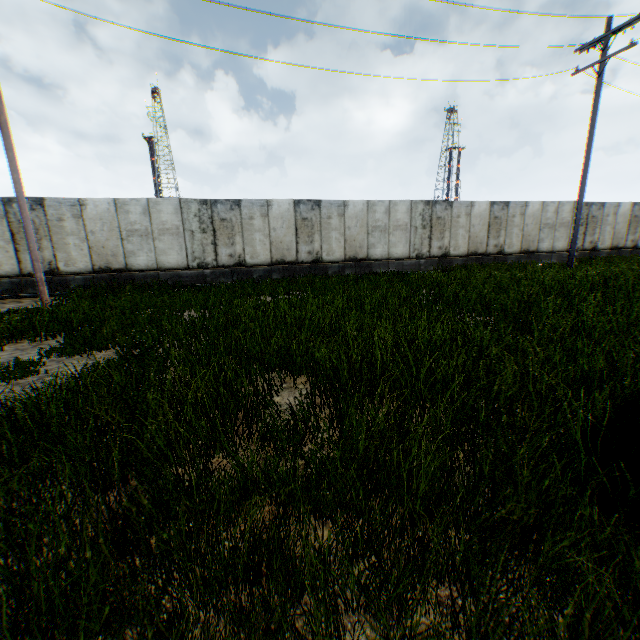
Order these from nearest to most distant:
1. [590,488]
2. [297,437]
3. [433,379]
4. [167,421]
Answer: [590,488], [297,437], [167,421], [433,379]
